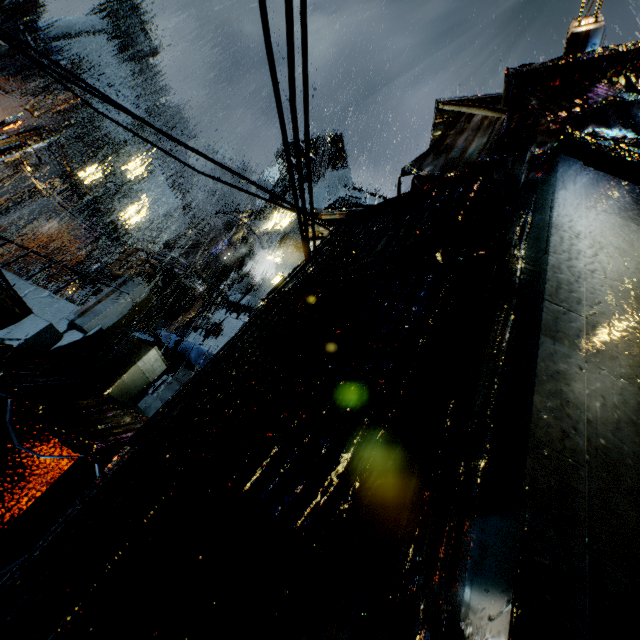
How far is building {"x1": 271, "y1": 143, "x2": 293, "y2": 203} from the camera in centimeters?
3162cm

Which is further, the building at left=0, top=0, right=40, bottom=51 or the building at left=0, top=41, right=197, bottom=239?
the building at left=0, top=0, right=40, bottom=51

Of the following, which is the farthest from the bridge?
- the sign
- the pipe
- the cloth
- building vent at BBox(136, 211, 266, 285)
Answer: the pipe

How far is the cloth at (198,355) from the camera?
15.9m

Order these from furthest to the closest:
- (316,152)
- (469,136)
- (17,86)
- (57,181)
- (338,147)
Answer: (57,181) < (17,86) < (316,152) < (338,147) < (469,136)

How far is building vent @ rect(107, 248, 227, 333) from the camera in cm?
1934

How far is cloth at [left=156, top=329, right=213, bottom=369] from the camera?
15.85m

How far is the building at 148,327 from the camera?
18.40m
